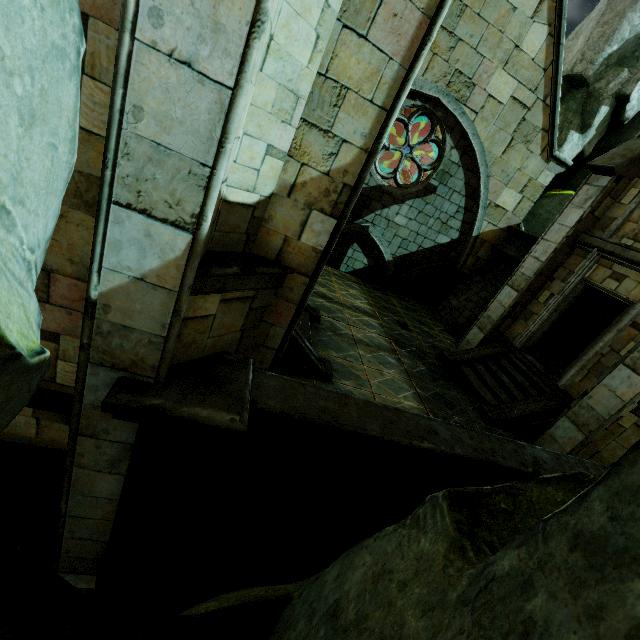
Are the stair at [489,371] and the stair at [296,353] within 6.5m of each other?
yes

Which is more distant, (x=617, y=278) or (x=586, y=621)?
(x=617, y=278)

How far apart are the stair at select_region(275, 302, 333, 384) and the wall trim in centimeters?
817cm

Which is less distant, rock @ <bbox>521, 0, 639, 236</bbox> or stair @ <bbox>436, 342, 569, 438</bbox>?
stair @ <bbox>436, 342, 569, 438</bbox>

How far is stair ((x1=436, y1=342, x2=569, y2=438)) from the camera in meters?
8.0

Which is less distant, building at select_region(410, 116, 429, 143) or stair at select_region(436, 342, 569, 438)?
stair at select_region(436, 342, 569, 438)

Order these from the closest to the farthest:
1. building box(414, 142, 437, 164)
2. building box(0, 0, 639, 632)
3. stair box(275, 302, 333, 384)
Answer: building box(0, 0, 639, 632)
stair box(275, 302, 333, 384)
building box(414, 142, 437, 164)

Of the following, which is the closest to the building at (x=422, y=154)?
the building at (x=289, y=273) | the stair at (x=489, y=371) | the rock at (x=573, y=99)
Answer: the rock at (x=573, y=99)
